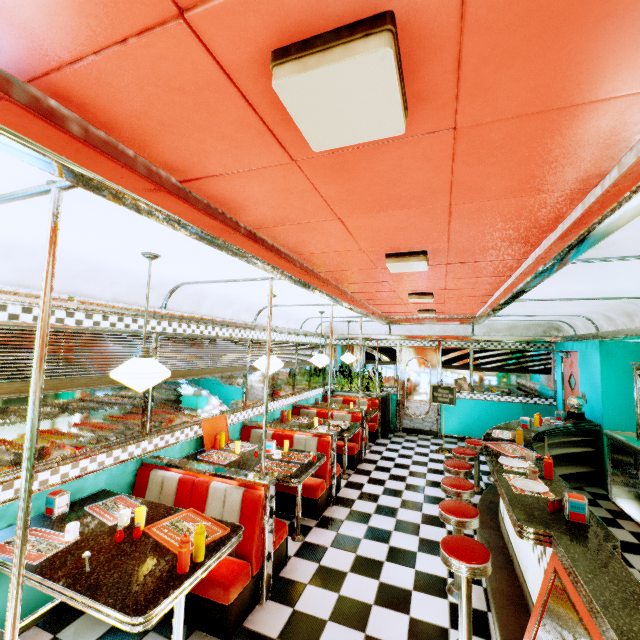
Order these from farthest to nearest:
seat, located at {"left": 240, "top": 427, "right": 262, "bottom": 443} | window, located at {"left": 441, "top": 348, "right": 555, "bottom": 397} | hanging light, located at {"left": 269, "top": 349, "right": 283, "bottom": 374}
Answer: window, located at {"left": 441, "top": 348, "right": 555, "bottom": 397} < seat, located at {"left": 240, "top": 427, "right": 262, "bottom": 443} < hanging light, located at {"left": 269, "top": 349, "right": 283, "bottom": 374}

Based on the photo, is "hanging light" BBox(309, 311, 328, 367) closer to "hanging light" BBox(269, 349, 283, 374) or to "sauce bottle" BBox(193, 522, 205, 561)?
"hanging light" BBox(269, 349, 283, 374)

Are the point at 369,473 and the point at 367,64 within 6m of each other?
no

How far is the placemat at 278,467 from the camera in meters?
3.8

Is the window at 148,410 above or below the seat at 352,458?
above

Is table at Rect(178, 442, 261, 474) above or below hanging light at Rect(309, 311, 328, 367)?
below

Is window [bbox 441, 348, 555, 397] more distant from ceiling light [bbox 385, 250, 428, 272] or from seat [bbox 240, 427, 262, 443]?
ceiling light [bbox 385, 250, 428, 272]

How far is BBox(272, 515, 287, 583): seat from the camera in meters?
3.3 m
